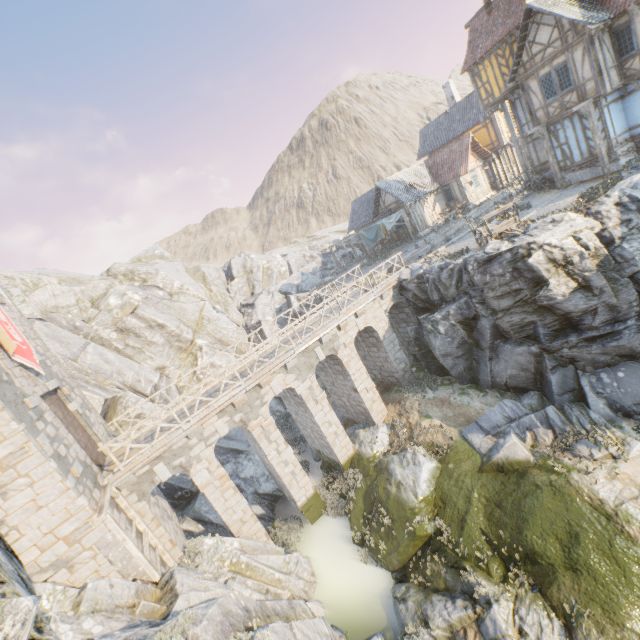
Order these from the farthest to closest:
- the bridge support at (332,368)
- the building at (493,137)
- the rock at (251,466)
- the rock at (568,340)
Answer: the building at (493,137), the rock at (251,466), the bridge support at (332,368), the rock at (568,340)

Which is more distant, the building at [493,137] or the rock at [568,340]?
the building at [493,137]

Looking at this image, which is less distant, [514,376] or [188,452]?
[188,452]

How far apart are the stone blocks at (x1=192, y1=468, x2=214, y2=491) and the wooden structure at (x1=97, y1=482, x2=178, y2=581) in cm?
212

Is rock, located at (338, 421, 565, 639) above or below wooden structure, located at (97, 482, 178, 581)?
below

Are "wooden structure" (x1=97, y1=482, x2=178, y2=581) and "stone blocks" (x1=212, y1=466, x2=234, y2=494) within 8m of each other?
yes

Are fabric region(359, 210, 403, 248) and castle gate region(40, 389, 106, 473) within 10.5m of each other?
no

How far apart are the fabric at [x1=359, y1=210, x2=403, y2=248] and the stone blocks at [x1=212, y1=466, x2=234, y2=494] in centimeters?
2283cm
